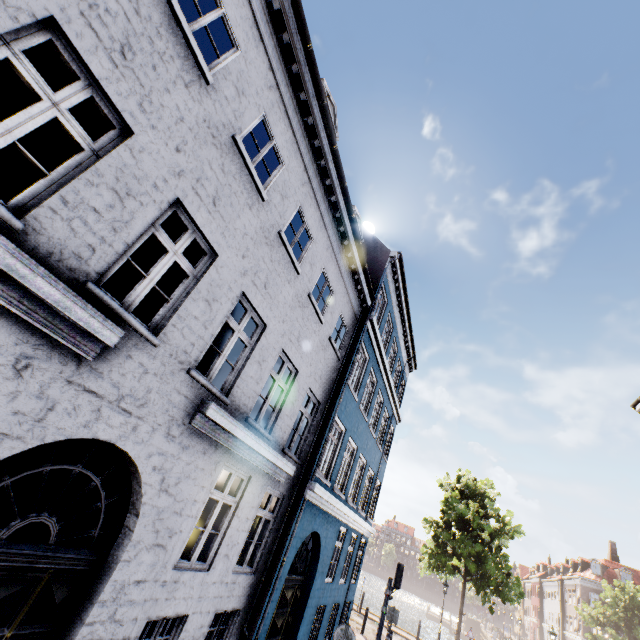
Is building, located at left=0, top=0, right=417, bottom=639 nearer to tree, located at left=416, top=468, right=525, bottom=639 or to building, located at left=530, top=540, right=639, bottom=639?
tree, located at left=416, top=468, right=525, bottom=639

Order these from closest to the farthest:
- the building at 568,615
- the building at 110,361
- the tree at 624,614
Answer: the building at 110,361 < the tree at 624,614 < the building at 568,615

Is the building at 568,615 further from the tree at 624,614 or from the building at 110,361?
the building at 110,361

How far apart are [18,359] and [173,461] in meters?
2.7 m

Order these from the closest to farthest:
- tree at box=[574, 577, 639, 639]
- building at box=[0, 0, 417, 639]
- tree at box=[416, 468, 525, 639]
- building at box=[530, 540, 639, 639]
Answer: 1. building at box=[0, 0, 417, 639]
2. tree at box=[416, 468, 525, 639]
3. tree at box=[574, 577, 639, 639]
4. building at box=[530, 540, 639, 639]

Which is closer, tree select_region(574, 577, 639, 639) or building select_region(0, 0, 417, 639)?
building select_region(0, 0, 417, 639)

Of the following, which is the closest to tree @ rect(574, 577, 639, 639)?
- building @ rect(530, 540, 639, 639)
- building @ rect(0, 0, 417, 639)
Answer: building @ rect(530, 540, 639, 639)
